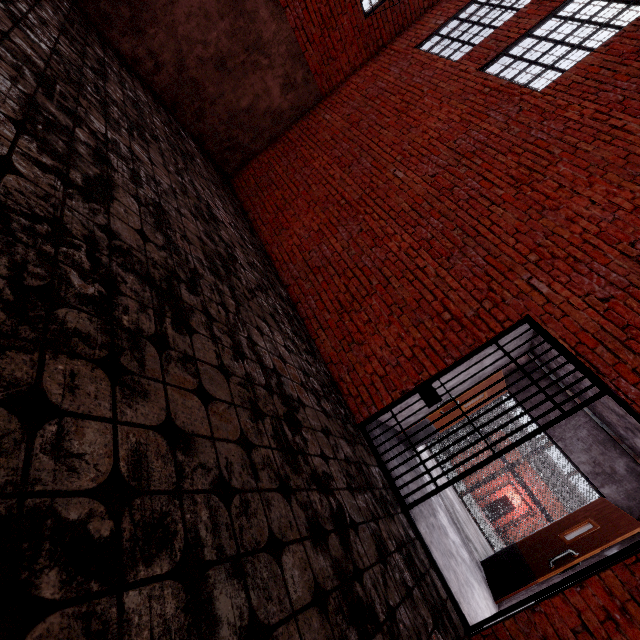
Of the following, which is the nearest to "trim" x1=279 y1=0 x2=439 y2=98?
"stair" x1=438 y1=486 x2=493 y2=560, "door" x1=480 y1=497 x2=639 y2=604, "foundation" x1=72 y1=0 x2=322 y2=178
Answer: "foundation" x1=72 y1=0 x2=322 y2=178

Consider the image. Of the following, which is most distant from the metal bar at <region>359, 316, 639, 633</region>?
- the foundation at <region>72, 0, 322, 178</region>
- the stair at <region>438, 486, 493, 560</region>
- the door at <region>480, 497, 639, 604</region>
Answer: the foundation at <region>72, 0, 322, 178</region>

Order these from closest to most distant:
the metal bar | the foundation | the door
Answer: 1. the metal bar
2. the door
3. the foundation

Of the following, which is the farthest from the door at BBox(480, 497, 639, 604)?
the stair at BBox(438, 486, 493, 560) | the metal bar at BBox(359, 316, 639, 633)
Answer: the metal bar at BBox(359, 316, 639, 633)

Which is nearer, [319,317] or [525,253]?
[525,253]

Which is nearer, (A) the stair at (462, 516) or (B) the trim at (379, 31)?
(A) the stair at (462, 516)

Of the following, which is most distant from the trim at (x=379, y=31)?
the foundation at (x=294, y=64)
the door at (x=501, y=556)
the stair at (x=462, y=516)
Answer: the door at (x=501, y=556)
